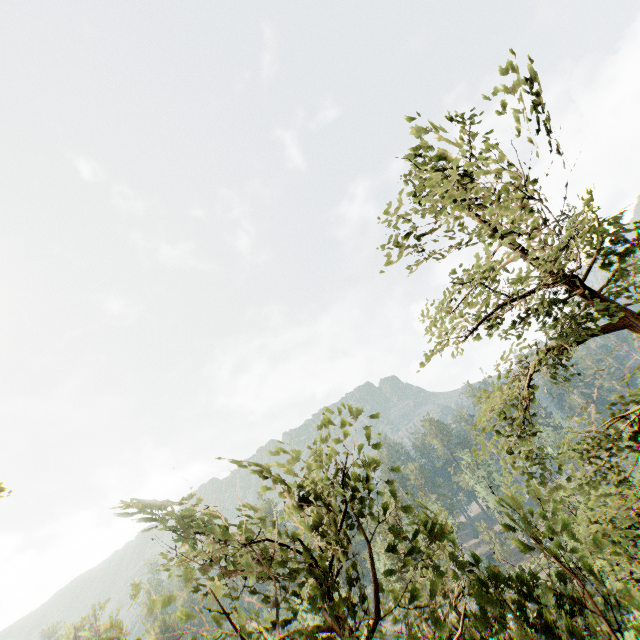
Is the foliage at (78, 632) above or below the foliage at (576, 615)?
above

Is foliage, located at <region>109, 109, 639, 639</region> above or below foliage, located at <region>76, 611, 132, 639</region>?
below

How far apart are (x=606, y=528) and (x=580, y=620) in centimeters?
2277cm
